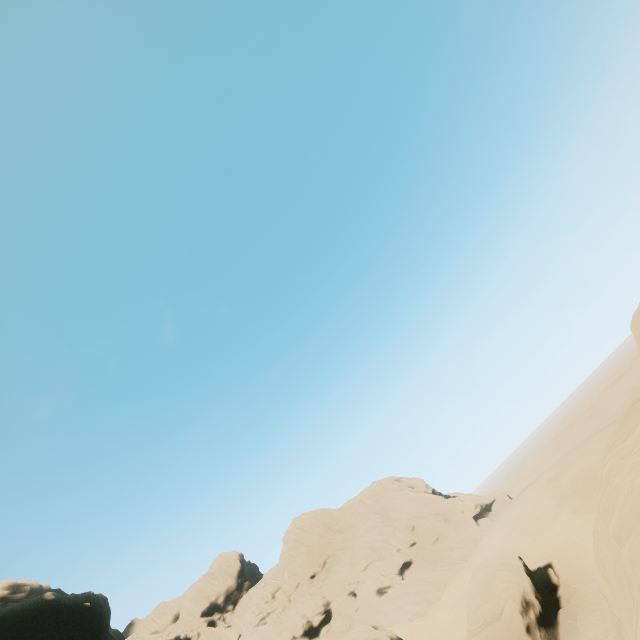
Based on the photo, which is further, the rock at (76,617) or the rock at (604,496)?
the rock at (76,617)

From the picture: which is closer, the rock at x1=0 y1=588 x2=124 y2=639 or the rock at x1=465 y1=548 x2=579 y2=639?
the rock at x1=0 y1=588 x2=124 y2=639

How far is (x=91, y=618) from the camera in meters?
18.8 m

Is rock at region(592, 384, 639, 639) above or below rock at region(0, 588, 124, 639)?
below

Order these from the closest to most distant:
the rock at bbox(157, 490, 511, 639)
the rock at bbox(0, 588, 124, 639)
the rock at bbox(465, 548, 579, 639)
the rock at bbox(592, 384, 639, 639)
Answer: the rock at bbox(592, 384, 639, 639), the rock at bbox(0, 588, 124, 639), the rock at bbox(465, 548, 579, 639), the rock at bbox(157, 490, 511, 639)

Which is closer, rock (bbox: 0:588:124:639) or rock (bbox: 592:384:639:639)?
rock (bbox: 592:384:639:639)
